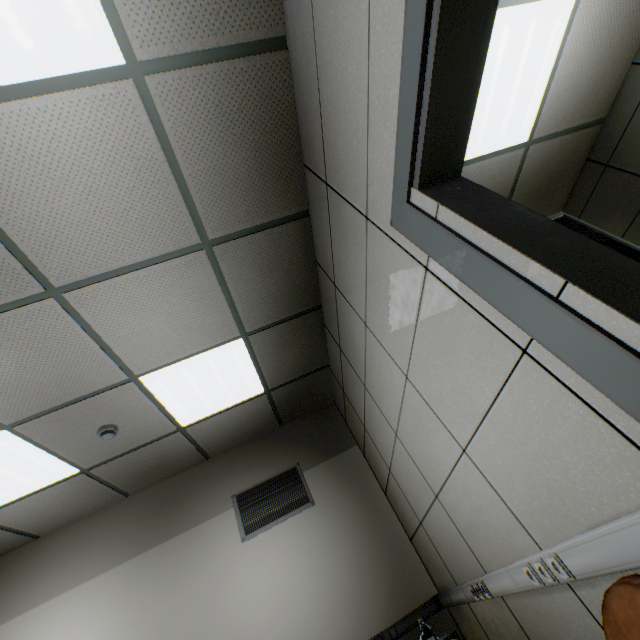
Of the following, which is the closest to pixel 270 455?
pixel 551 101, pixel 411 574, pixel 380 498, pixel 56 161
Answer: pixel 380 498

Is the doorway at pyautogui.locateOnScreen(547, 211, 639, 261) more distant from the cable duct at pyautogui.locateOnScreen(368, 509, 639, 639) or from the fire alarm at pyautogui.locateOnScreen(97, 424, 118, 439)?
the fire alarm at pyautogui.locateOnScreen(97, 424, 118, 439)

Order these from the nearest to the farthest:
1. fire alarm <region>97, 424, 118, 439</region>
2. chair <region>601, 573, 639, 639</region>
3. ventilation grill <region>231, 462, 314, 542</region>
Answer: chair <region>601, 573, 639, 639</region>, fire alarm <region>97, 424, 118, 439</region>, ventilation grill <region>231, 462, 314, 542</region>

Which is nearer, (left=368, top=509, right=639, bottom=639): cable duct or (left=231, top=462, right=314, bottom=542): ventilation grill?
(left=368, top=509, right=639, bottom=639): cable duct

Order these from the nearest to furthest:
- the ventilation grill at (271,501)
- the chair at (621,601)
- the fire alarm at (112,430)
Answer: the chair at (621,601), the fire alarm at (112,430), the ventilation grill at (271,501)

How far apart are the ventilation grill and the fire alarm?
1.60m

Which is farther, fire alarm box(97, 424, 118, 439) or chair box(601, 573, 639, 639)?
fire alarm box(97, 424, 118, 439)

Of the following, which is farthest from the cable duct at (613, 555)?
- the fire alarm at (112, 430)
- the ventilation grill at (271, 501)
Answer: the fire alarm at (112, 430)
